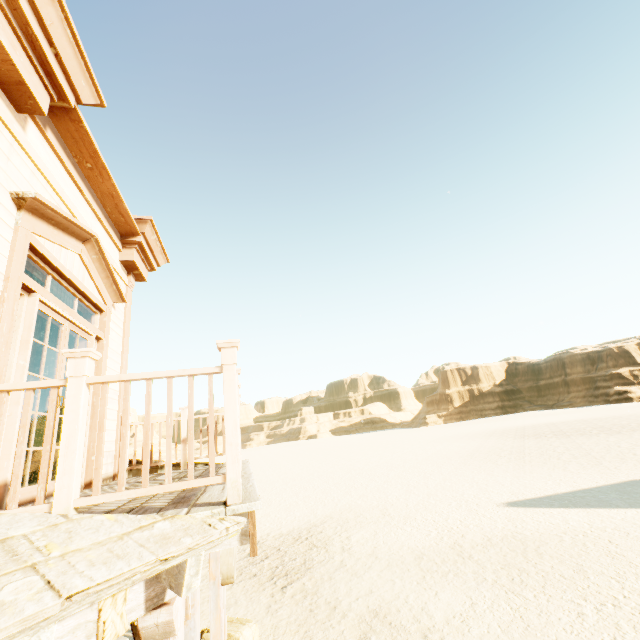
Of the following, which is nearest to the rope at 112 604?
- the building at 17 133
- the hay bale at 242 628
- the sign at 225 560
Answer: the building at 17 133

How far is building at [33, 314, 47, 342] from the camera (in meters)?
5.62

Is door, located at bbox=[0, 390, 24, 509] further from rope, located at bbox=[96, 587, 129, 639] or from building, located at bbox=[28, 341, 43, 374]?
rope, located at bbox=[96, 587, 129, 639]

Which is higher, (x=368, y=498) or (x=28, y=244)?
(x=28, y=244)

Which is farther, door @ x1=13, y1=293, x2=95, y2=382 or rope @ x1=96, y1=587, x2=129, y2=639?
door @ x1=13, y1=293, x2=95, y2=382

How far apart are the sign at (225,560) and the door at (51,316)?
1.82m

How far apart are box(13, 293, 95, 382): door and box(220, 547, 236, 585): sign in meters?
1.8

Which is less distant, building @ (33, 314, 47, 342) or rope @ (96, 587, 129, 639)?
rope @ (96, 587, 129, 639)
